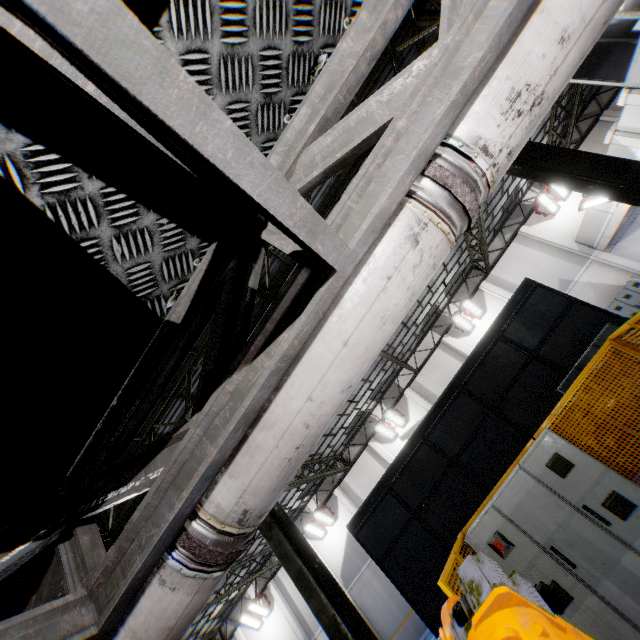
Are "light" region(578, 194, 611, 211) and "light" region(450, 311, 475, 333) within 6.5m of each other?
no

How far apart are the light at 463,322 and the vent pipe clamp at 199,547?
18.9 meters

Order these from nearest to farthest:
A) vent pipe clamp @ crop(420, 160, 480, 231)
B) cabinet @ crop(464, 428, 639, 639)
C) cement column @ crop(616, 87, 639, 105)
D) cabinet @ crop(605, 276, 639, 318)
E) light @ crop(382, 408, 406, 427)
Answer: vent pipe clamp @ crop(420, 160, 480, 231)
cabinet @ crop(464, 428, 639, 639)
cement column @ crop(616, 87, 639, 105)
cabinet @ crop(605, 276, 639, 318)
light @ crop(382, 408, 406, 427)

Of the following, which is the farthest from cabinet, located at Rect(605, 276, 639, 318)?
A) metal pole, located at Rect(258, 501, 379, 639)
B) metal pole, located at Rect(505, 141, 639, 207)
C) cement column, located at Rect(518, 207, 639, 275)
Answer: metal pole, located at Rect(258, 501, 379, 639)

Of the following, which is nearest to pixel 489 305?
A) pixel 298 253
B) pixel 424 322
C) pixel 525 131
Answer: pixel 424 322

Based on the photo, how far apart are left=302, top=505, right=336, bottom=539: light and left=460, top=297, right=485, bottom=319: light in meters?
15.1

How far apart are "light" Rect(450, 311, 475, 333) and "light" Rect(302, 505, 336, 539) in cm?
1411

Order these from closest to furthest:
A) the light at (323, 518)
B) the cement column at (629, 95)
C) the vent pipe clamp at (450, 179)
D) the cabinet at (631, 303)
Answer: the vent pipe clamp at (450, 179) → the cement column at (629, 95) → the cabinet at (631, 303) → the light at (323, 518)
